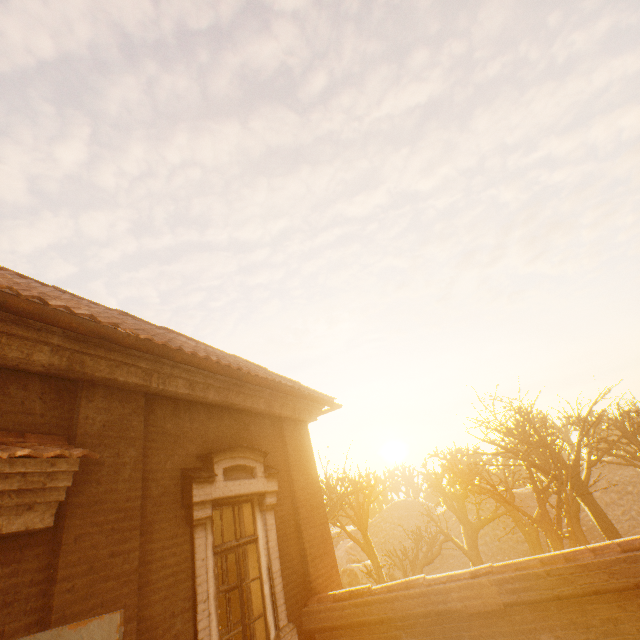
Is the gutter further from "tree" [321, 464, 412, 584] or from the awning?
"tree" [321, 464, 412, 584]

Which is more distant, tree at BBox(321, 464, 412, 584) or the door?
tree at BBox(321, 464, 412, 584)

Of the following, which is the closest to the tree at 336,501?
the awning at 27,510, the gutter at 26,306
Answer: the gutter at 26,306

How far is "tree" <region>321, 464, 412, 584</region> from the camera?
16.8 meters

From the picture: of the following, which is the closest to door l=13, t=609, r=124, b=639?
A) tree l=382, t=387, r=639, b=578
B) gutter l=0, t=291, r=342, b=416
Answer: gutter l=0, t=291, r=342, b=416

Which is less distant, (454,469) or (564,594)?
(564,594)

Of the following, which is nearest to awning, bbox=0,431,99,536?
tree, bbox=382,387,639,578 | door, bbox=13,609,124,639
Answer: door, bbox=13,609,124,639

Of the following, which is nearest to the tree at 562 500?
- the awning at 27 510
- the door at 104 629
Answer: the door at 104 629
